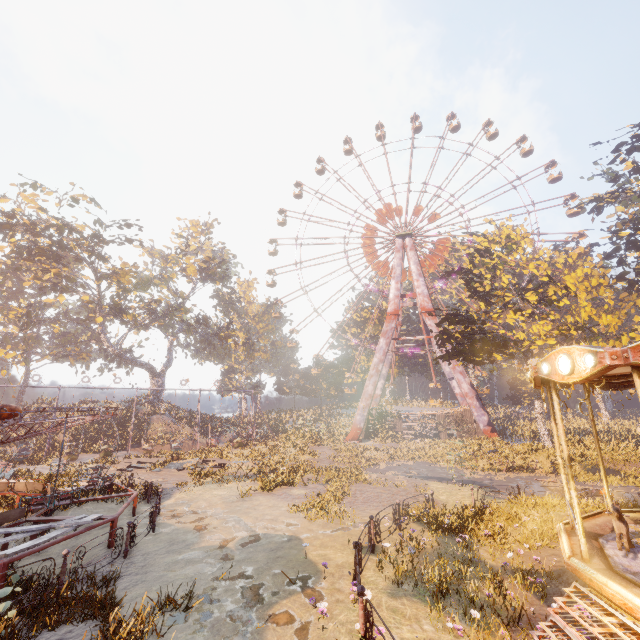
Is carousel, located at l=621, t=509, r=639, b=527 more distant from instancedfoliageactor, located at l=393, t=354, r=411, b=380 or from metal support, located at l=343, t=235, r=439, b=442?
instancedfoliageactor, located at l=393, t=354, r=411, b=380

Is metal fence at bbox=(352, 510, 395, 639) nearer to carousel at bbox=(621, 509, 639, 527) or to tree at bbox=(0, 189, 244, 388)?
carousel at bbox=(621, 509, 639, 527)

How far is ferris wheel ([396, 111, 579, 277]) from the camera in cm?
4316

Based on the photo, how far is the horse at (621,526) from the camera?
6.1m

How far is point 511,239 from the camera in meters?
26.6 m

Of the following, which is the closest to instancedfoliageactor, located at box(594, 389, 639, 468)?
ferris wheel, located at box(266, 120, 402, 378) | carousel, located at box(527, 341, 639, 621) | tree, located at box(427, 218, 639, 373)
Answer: carousel, located at box(527, 341, 639, 621)

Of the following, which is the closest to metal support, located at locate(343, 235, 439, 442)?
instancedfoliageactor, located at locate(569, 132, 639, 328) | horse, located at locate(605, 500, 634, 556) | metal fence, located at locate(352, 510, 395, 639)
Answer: instancedfoliageactor, located at locate(569, 132, 639, 328)

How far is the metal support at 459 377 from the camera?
33.84m
